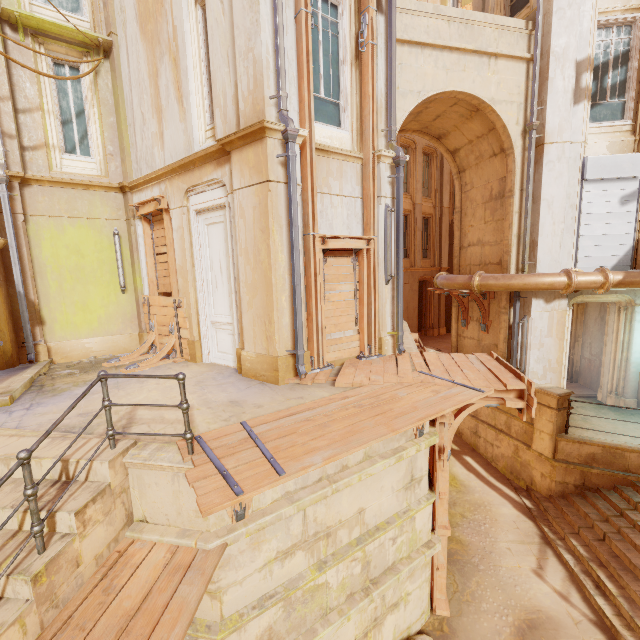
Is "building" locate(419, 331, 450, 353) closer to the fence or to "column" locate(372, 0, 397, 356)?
"column" locate(372, 0, 397, 356)

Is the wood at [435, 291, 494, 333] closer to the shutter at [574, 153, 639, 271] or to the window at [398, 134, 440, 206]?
the shutter at [574, 153, 639, 271]

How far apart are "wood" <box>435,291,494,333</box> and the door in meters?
7.3 m

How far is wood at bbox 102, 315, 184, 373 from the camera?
7.67m

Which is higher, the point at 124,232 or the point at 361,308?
the point at 124,232

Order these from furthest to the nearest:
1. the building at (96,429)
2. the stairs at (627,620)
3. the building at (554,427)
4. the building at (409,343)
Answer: the building at (554,427)
the building at (409,343)
the stairs at (627,620)
the building at (96,429)

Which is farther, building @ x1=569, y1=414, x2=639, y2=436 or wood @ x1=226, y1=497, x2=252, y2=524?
building @ x1=569, y1=414, x2=639, y2=436

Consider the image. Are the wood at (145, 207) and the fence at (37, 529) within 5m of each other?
no
